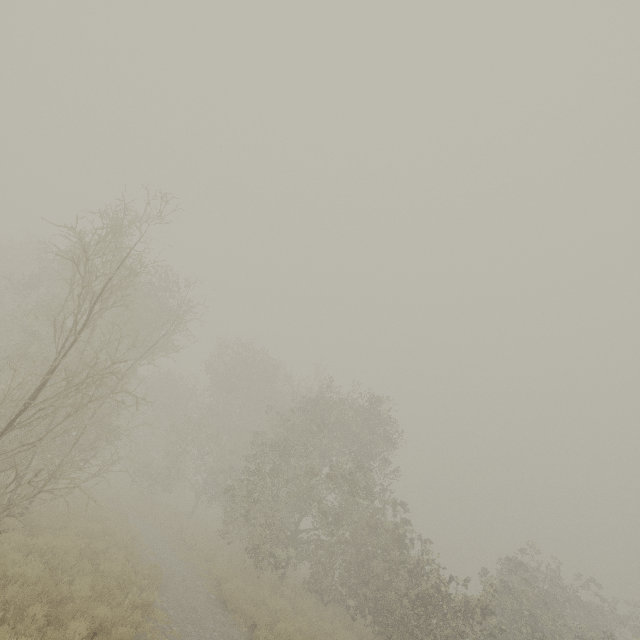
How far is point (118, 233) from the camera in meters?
11.4 m
